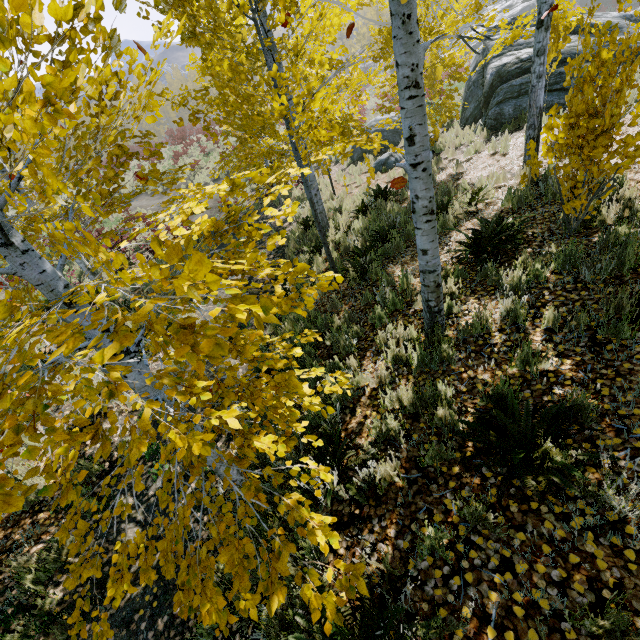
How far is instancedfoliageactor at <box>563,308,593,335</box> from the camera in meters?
3.3

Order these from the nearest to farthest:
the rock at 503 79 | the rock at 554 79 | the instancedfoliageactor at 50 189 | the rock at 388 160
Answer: the instancedfoliageactor at 50 189 < the rock at 554 79 < the rock at 503 79 < the rock at 388 160

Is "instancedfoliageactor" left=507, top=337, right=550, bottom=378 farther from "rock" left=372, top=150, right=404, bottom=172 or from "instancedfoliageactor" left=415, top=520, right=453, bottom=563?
"rock" left=372, top=150, right=404, bottom=172

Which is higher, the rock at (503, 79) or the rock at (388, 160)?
the rock at (503, 79)

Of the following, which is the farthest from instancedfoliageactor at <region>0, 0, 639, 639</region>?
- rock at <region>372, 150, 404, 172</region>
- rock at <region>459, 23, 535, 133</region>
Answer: rock at <region>459, 23, 535, 133</region>

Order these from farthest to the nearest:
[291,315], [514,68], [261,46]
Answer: [514,68] → [291,315] → [261,46]

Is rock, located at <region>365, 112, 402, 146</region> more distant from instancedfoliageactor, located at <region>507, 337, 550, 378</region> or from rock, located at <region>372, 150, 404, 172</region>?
instancedfoliageactor, located at <region>507, 337, 550, 378</region>

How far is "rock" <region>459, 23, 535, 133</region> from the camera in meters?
10.6 m
